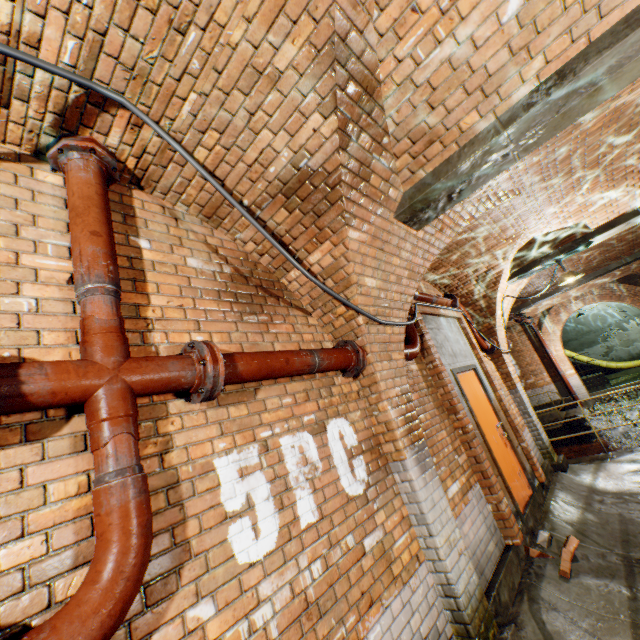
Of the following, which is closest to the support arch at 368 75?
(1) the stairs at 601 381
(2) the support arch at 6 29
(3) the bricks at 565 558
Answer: (2) the support arch at 6 29

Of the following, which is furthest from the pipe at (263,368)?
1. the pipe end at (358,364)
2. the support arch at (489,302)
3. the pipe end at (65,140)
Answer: the support arch at (489,302)

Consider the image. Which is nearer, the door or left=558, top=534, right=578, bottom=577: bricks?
left=558, top=534, right=578, bottom=577: bricks

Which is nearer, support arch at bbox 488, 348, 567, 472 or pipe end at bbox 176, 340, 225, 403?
pipe end at bbox 176, 340, 225, 403

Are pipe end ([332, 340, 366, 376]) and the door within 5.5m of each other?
yes

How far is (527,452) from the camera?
5.71m

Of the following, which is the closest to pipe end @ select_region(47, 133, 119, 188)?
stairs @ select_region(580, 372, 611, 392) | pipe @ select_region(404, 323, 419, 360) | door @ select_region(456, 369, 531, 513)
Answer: pipe @ select_region(404, 323, 419, 360)

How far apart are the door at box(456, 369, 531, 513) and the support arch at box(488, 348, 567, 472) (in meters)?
1.65
